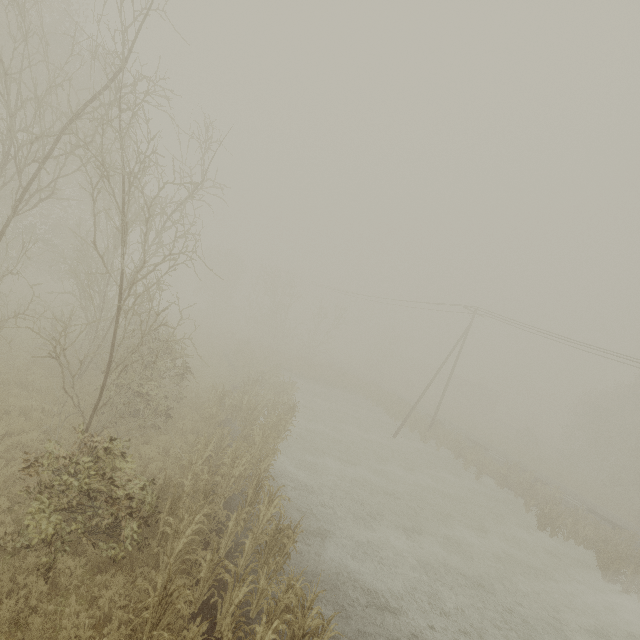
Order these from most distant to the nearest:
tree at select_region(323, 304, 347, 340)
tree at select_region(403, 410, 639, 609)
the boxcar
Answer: the boxcar
tree at select_region(323, 304, 347, 340)
tree at select_region(403, 410, 639, 609)

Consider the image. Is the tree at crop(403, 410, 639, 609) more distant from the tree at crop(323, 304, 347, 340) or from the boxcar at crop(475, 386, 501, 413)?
the boxcar at crop(475, 386, 501, 413)

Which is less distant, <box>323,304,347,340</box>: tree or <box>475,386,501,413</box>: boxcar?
<box>323,304,347,340</box>: tree

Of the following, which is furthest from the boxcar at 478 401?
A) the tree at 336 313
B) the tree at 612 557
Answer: the tree at 612 557

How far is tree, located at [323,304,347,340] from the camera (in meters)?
39.72

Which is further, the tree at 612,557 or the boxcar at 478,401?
the boxcar at 478,401

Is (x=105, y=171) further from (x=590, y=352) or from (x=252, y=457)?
(x=590, y=352)

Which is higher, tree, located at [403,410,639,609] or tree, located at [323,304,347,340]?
tree, located at [323,304,347,340]
